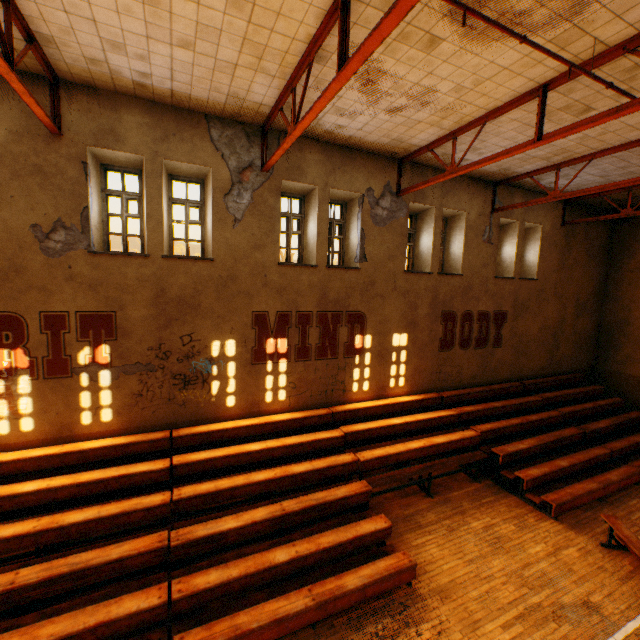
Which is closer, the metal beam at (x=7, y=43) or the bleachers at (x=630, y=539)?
the metal beam at (x=7, y=43)

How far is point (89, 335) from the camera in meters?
6.7 m

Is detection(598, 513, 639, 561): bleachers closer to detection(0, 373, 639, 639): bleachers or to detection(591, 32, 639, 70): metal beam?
detection(0, 373, 639, 639): bleachers

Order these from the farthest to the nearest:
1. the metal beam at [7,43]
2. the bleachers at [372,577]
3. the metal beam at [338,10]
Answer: the bleachers at [372,577]
the metal beam at [7,43]
the metal beam at [338,10]

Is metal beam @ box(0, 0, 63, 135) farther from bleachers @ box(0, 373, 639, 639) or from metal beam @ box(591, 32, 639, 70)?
metal beam @ box(591, 32, 639, 70)

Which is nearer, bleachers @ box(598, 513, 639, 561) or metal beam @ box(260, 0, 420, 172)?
metal beam @ box(260, 0, 420, 172)

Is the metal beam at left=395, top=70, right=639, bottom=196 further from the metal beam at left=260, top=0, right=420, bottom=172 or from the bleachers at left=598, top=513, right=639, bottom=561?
the bleachers at left=598, top=513, right=639, bottom=561

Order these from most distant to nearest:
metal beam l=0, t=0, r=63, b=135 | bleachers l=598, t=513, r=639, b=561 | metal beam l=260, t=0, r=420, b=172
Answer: bleachers l=598, t=513, r=639, b=561
metal beam l=0, t=0, r=63, b=135
metal beam l=260, t=0, r=420, b=172
